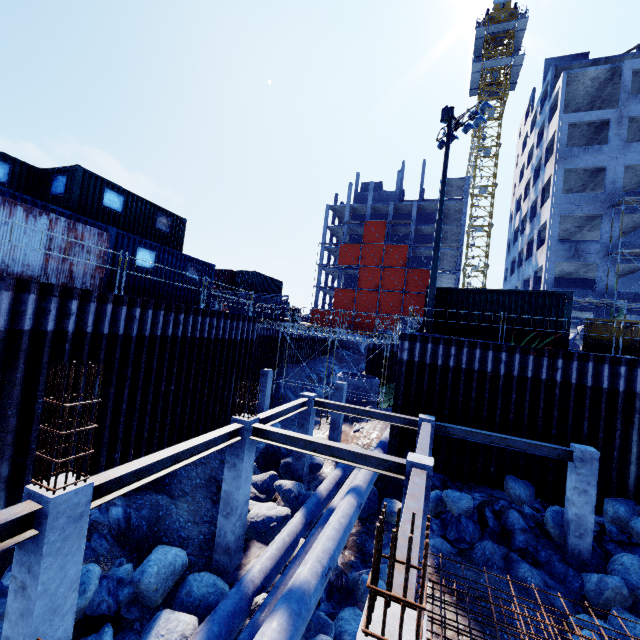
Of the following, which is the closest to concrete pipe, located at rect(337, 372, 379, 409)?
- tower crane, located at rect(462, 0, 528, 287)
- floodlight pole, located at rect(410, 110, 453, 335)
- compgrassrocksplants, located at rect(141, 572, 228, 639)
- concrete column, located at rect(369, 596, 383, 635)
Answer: floodlight pole, located at rect(410, 110, 453, 335)

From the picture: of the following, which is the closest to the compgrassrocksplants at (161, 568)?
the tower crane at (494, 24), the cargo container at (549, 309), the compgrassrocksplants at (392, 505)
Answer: the compgrassrocksplants at (392, 505)

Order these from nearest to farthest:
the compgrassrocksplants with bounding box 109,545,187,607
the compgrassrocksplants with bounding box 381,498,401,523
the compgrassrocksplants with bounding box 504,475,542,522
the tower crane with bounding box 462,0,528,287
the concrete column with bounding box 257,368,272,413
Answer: the compgrassrocksplants with bounding box 109,545,187,607
the compgrassrocksplants with bounding box 504,475,542,522
the compgrassrocksplants with bounding box 381,498,401,523
the concrete column with bounding box 257,368,272,413
the tower crane with bounding box 462,0,528,287

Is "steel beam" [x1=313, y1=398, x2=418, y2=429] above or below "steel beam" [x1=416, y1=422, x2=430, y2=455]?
below

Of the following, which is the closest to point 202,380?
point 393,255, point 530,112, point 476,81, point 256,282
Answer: point 256,282

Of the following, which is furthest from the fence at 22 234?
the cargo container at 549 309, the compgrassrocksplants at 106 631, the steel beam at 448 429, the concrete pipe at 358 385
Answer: the concrete pipe at 358 385

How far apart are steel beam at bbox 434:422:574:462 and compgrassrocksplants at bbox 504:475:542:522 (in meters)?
2.09

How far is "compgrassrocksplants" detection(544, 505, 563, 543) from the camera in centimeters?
1080cm
